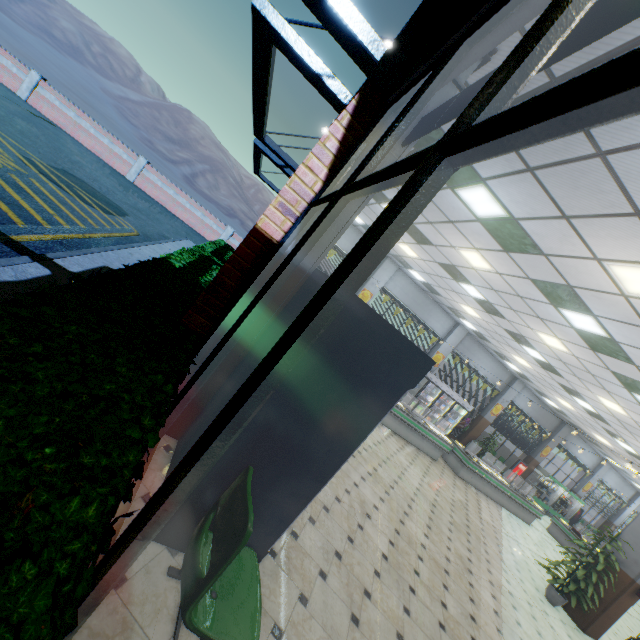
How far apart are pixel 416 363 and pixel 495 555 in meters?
7.6

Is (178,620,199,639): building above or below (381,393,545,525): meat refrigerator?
below

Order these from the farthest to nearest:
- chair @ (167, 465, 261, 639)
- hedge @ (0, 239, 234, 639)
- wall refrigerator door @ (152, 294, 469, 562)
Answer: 1. wall refrigerator door @ (152, 294, 469, 562)
2. chair @ (167, 465, 261, 639)
3. hedge @ (0, 239, 234, 639)

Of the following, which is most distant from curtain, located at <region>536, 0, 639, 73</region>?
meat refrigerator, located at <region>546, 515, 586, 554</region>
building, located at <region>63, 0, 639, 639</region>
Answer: meat refrigerator, located at <region>546, 515, 586, 554</region>

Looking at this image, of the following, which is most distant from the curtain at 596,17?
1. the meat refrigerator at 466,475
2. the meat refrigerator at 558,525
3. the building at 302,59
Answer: the meat refrigerator at 558,525

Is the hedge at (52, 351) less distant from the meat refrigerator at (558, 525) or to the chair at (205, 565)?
the chair at (205, 565)

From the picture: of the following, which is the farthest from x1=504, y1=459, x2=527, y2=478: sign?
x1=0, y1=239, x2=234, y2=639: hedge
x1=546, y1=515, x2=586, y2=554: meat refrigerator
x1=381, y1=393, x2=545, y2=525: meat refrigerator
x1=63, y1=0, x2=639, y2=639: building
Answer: x1=0, y1=239, x2=234, y2=639: hedge

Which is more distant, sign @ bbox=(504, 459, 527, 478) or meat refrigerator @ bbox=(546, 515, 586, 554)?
sign @ bbox=(504, 459, 527, 478)
